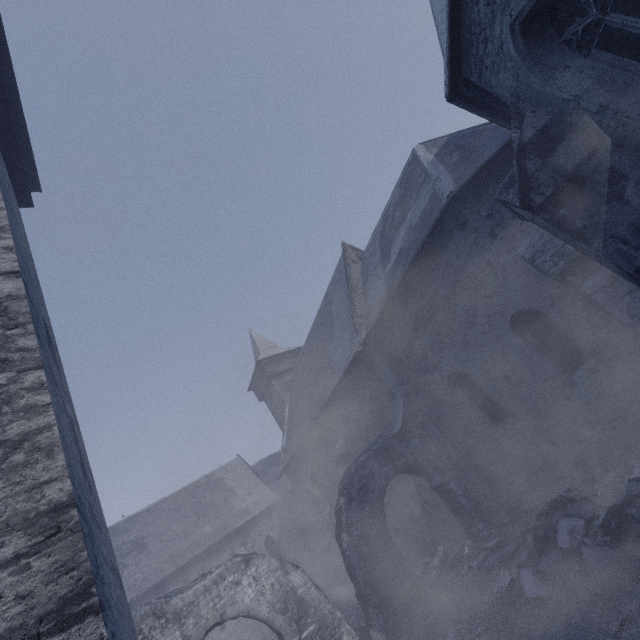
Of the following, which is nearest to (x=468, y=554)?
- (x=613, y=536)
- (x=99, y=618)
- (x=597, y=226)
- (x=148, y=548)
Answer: (x=613, y=536)

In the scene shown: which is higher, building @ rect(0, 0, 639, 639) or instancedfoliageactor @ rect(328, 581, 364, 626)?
building @ rect(0, 0, 639, 639)

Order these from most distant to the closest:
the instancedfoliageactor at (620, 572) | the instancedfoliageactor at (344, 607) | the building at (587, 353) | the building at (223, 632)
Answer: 1. the building at (223, 632)
2. the instancedfoliageactor at (344, 607)
3. the instancedfoliageactor at (620, 572)
4. the building at (587, 353)

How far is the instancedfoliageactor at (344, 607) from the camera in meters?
11.4 m

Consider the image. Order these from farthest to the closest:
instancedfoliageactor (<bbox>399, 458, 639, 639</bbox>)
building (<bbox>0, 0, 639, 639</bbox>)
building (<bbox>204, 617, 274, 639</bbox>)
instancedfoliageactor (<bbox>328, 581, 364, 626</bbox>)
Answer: building (<bbox>204, 617, 274, 639</bbox>)
instancedfoliageactor (<bbox>328, 581, 364, 626</bbox>)
instancedfoliageactor (<bbox>399, 458, 639, 639</bbox>)
building (<bbox>0, 0, 639, 639</bbox>)

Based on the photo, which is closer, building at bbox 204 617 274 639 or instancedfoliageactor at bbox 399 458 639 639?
instancedfoliageactor at bbox 399 458 639 639

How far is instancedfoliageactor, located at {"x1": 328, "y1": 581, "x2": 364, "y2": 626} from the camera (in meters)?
11.38
